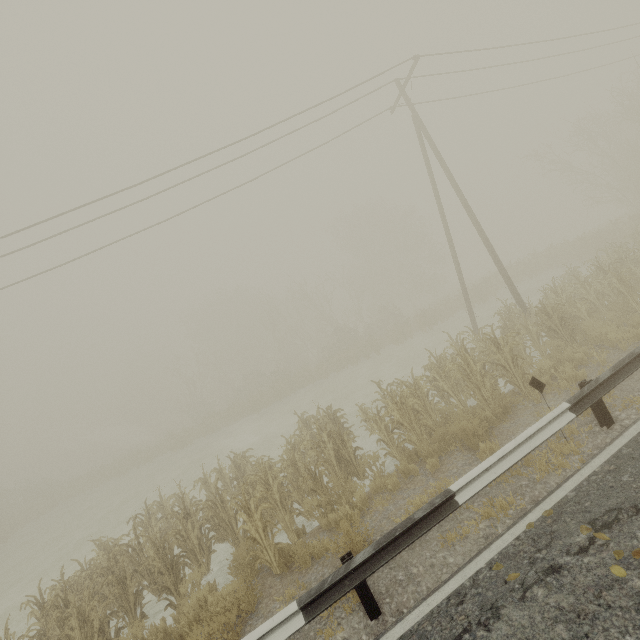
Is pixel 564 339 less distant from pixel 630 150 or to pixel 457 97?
pixel 457 97

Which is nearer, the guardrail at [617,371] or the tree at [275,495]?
the guardrail at [617,371]

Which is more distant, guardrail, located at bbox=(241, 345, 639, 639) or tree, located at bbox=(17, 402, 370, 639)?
tree, located at bbox=(17, 402, 370, 639)
